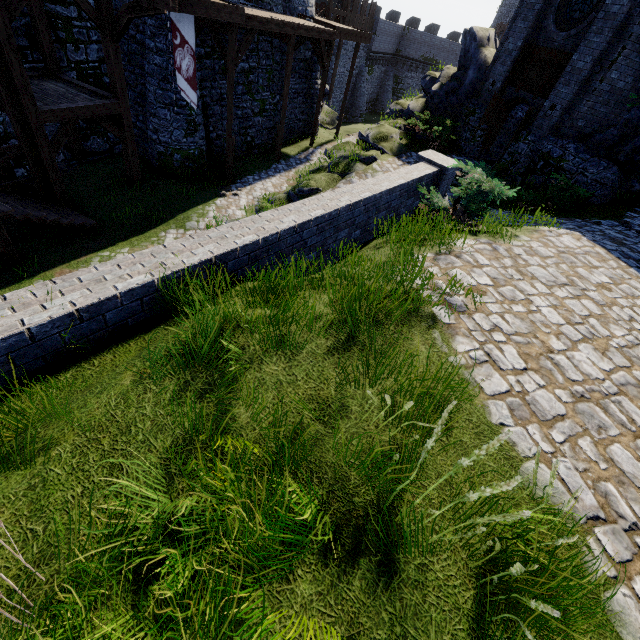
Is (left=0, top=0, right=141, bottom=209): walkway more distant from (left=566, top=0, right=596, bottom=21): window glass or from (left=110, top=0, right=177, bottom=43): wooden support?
(left=566, top=0, right=596, bottom=21): window glass

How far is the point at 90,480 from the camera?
2.0m

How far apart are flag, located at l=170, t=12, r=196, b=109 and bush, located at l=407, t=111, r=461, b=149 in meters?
9.4

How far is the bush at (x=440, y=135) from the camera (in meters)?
15.09

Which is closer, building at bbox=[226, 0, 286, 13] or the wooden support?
the wooden support

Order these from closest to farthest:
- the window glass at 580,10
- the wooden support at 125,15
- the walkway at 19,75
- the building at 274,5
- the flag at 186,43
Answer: the walkway at 19,75 < the wooden support at 125,15 < the flag at 186,43 < the window glass at 580,10 < the building at 274,5

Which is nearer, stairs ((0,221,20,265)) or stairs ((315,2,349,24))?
stairs ((0,221,20,265))

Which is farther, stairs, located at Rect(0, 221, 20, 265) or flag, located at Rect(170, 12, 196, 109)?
flag, located at Rect(170, 12, 196, 109)
